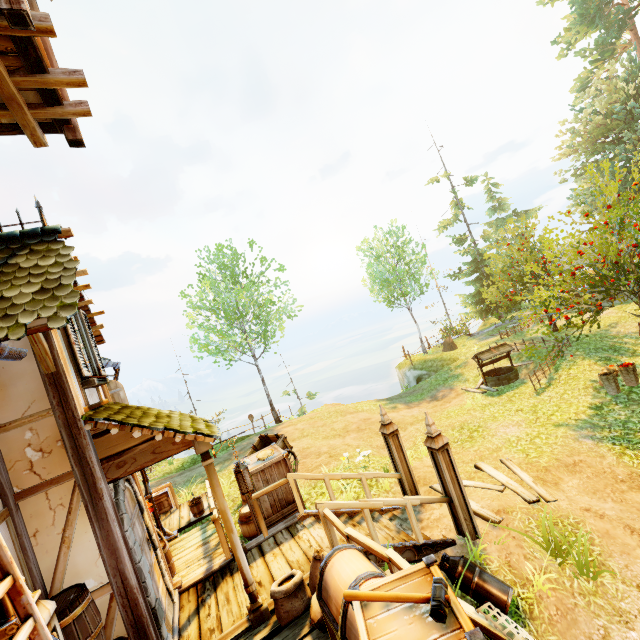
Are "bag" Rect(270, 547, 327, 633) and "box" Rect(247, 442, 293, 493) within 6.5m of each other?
yes

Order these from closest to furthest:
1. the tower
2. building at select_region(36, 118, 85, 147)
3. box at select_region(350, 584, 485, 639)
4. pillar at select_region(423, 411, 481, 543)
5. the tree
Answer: box at select_region(350, 584, 485, 639) < the tower < building at select_region(36, 118, 85, 147) < pillar at select_region(423, 411, 481, 543) < the tree

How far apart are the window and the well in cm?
1477

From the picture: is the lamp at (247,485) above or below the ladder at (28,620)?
below

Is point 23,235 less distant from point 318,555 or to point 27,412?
point 27,412

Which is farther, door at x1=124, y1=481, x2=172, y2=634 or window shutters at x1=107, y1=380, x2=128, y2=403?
window shutters at x1=107, y1=380, x2=128, y2=403

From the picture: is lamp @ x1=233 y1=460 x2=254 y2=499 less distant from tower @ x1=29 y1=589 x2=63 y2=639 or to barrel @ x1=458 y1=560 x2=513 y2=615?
tower @ x1=29 y1=589 x2=63 y2=639

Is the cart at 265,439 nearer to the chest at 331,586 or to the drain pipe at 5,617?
the chest at 331,586
